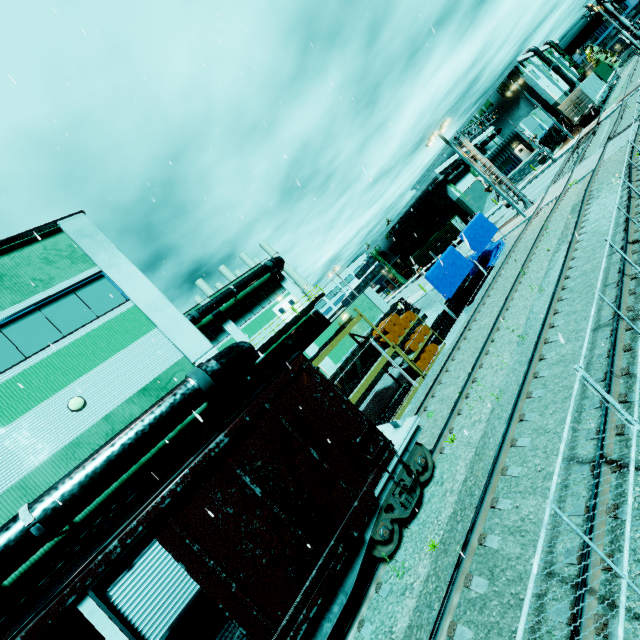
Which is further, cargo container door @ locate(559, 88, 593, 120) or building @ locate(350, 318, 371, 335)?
cargo container door @ locate(559, 88, 593, 120)

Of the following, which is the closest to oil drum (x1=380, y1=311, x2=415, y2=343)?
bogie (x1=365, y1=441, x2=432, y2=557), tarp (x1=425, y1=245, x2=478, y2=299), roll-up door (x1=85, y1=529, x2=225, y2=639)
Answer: tarp (x1=425, y1=245, x2=478, y2=299)

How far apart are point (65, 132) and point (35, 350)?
6.76m

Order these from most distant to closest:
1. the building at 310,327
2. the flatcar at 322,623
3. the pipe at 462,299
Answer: the building at 310,327 < the pipe at 462,299 < the flatcar at 322,623

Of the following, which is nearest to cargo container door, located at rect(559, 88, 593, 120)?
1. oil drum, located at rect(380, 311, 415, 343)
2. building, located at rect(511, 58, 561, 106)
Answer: building, located at rect(511, 58, 561, 106)

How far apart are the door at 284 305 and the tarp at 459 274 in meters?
16.4

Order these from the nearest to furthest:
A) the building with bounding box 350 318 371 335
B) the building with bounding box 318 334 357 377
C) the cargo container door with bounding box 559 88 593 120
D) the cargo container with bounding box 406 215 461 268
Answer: the building with bounding box 318 334 357 377 < the building with bounding box 350 318 371 335 < the cargo container door with bounding box 559 88 593 120 < the cargo container with bounding box 406 215 461 268

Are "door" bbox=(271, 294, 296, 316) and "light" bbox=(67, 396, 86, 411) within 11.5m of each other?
no
